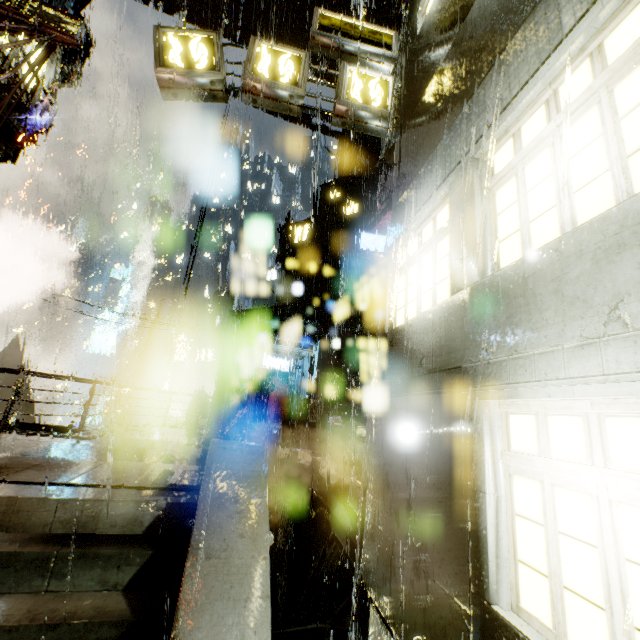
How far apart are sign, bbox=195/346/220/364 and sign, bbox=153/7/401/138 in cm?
1989

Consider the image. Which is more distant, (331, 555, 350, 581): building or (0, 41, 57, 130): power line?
(331, 555, 350, 581): building

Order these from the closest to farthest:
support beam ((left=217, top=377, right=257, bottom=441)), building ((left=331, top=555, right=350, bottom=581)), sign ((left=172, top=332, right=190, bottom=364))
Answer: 1. building ((left=331, top=555, right=350, bottom=581))
2. support beam ((left=217, top=377, right=257, bottom=441))
3. sign ((left=172, top=332, right=190, bottom=364))

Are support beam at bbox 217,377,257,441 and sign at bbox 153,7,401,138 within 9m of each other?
yes

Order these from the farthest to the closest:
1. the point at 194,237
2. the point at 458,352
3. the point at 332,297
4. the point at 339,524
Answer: the point at 332,297 < the point at 194,237 < the point at 339,524 < the point at 458,352

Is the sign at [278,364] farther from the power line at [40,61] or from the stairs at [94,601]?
the stairs at [94,601]

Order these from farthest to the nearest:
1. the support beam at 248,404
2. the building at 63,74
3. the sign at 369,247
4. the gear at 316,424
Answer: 1. the sign at 369,247
2. the support beam at 248,404
3. the gear at 316,424
4. the building at 63,74

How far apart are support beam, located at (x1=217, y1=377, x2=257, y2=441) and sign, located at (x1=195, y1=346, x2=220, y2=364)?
14.3m
